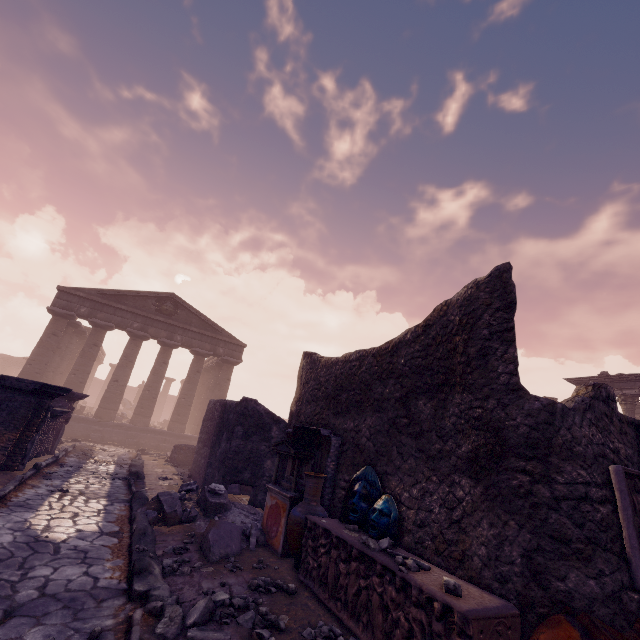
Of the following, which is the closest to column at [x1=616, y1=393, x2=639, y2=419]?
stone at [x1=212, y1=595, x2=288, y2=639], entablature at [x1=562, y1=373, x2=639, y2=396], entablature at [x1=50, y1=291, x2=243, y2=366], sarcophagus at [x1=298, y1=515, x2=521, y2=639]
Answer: entablature at [x1=562, y1=373, x2=639, y2=396]

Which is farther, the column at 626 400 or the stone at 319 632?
A: the column at 626 400

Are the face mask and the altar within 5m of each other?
yes

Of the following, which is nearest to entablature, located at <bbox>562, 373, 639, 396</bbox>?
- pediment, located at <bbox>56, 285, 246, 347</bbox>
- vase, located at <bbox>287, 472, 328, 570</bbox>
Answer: vase, located at <bbox>287, 472, 328, 570</bbox>

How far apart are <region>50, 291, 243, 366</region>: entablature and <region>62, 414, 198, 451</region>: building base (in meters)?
5.29

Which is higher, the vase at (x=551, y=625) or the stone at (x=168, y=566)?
the vase at (x=551, y=625)

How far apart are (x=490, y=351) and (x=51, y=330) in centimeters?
2267cm

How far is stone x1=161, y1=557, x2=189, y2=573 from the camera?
4.4m
